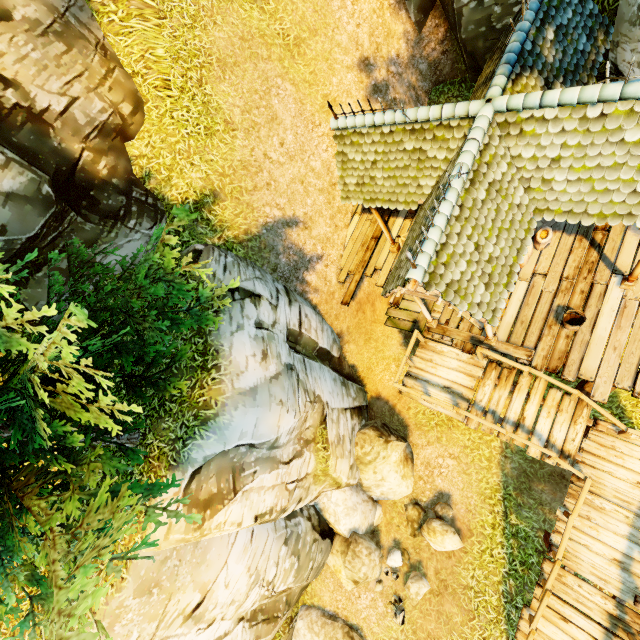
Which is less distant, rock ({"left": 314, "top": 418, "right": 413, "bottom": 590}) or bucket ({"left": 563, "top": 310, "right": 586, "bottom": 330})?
bucket ({"left": 563, "top": 310, "right": 586, "bottom": 330})

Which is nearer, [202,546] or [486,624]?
[202,546]

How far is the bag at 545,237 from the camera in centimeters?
841cm

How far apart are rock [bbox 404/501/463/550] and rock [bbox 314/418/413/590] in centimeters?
20cm

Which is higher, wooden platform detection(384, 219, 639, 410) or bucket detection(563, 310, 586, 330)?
bucket detection(563, 310, 586, 330)

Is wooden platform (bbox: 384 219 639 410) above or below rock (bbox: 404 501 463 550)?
above

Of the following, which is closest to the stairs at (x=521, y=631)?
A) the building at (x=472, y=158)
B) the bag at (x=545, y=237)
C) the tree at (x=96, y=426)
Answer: the building at (x=472, y=158)

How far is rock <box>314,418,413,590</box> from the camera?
9.7m
